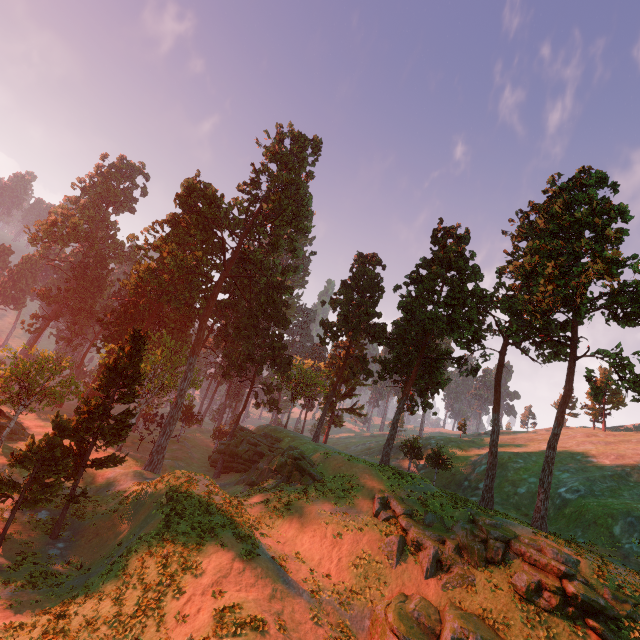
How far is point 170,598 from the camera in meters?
16.3 m

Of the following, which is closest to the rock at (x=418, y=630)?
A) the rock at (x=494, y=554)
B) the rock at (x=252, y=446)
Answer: the rock at (x=494, y=554)

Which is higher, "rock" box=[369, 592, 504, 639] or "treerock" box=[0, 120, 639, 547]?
"treerock" box=[0, 120, 639, 547]

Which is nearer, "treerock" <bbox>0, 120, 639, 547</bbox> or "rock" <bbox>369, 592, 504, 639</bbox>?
"rock" <bbox>369, 592, 504, 639</bbox>

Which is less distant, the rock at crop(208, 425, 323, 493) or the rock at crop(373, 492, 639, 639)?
the rock at crop(373, 492, 639, 639)

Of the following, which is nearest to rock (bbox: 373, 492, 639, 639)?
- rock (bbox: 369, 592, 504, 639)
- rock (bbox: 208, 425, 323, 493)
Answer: rock (bbox: 369, 592, 504, 639)

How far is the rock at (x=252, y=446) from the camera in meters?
31.9 m

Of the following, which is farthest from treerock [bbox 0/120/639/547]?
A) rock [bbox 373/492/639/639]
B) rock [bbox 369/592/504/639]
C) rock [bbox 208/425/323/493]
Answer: rock [bbox 369/592/504/639]
